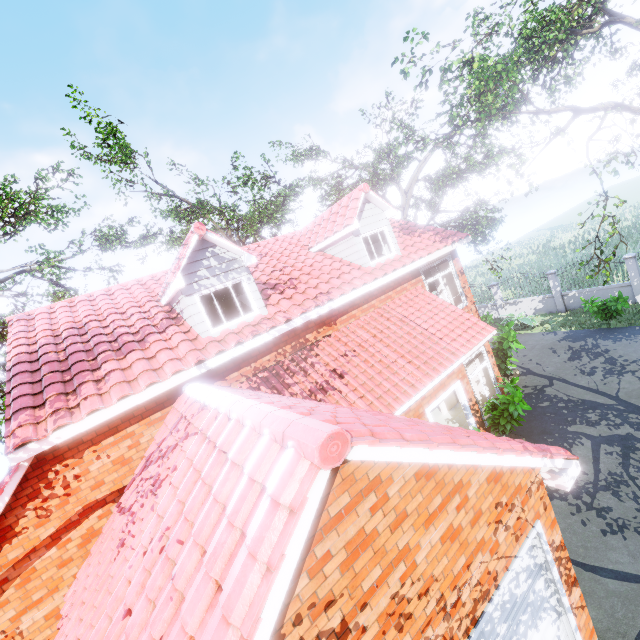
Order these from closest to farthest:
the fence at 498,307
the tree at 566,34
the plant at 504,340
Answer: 1. the tree at 566,34
2. the plant at 504,340
3. the fence at 498,307

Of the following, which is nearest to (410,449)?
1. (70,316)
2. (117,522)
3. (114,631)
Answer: (114,631)

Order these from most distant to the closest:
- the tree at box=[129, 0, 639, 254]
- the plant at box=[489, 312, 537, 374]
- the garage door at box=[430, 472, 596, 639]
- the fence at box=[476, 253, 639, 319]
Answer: the fence at box=[476, 253, 639, 319] → the plant at box=[489, 312, 537, 374] → the tree at box=[129, 0, 639, 254] → the garage door at box=[430, 472, 596, 639]

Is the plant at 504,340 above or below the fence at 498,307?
above

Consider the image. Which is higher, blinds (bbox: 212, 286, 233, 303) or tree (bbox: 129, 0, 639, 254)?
tree (bbox: 129, 0, 639, 254)

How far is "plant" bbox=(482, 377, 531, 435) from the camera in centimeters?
896cm

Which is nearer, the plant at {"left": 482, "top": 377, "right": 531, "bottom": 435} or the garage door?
the garage door

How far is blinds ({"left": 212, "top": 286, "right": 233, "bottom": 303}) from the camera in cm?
869
